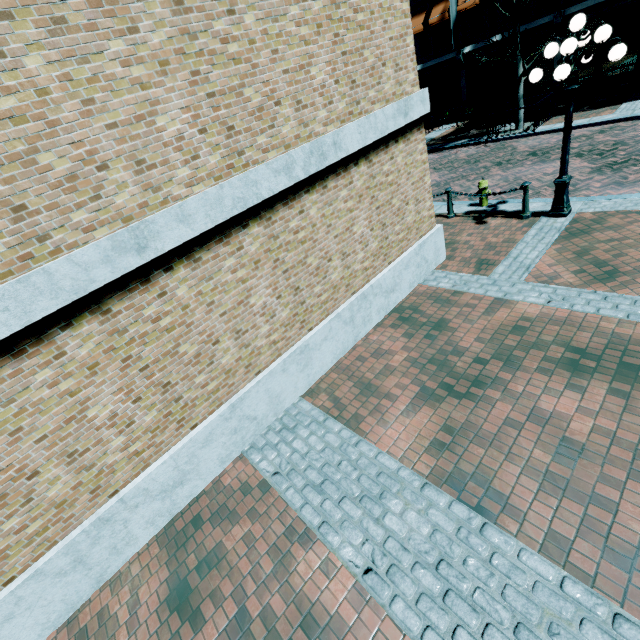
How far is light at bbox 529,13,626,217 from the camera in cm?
563

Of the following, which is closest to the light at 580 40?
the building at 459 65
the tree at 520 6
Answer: the tree at 520 6

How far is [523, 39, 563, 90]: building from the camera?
16.66m

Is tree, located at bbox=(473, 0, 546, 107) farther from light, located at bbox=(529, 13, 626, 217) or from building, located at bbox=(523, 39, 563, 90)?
light, located at bbox=(529, 13, 626, 217)

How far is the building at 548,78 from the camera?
16.7m

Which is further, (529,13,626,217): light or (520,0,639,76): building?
(520,0,639,76): building

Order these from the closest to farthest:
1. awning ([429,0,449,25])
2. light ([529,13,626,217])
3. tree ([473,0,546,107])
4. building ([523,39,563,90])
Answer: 1. light ([529,13,626,217])
2. tree ([473,0,546,107])
3. building ([523,39,563,90])
4. awning ([429,0,449,25])

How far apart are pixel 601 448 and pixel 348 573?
3.05m
